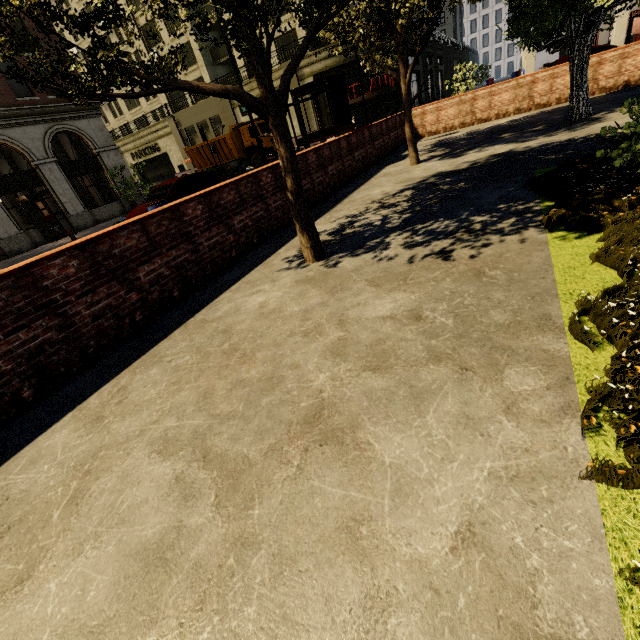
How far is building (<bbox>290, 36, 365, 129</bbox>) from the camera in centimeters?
2655cm

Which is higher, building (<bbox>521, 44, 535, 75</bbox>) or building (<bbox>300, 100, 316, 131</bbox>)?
building (<bbox>300, 100, 316, 131</bbox>)

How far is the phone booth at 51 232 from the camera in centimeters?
1827cm

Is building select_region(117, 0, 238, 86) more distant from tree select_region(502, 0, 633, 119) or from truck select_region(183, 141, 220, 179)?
truck select_region(183, 141, 220, 179)

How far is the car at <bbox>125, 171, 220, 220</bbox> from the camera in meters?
10.9

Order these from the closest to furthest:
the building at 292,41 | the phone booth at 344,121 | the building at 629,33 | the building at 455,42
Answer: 1. the phone booth at 344,121
2. the building at 629,33
3. the building at 292,41
4. the building at 455,42

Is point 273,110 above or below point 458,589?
above

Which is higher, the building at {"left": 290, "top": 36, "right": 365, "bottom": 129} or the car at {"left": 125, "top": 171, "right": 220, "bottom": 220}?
the building at {"left": 290, "top": 36, "right": 365, "bottom": 129}
